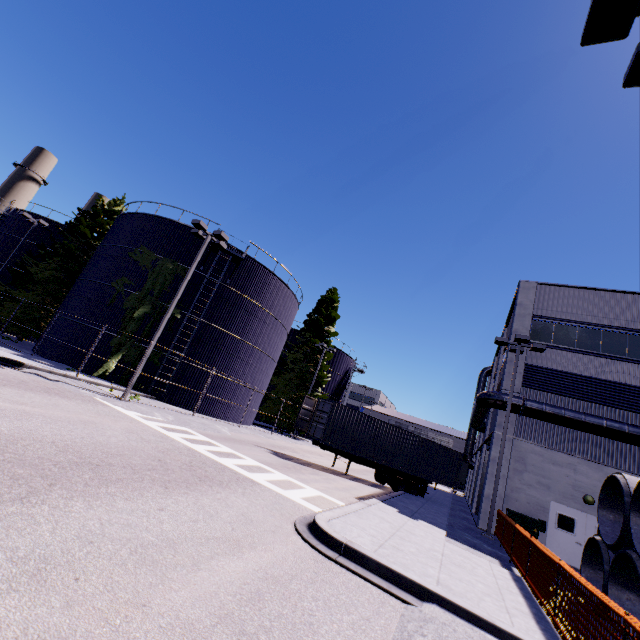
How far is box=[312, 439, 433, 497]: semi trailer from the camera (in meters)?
18.72

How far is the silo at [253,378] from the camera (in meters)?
21.83

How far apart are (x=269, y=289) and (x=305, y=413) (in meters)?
11.22

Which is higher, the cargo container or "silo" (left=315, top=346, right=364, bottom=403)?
"silo" (left=315, top=346, right=364, bottom=403)

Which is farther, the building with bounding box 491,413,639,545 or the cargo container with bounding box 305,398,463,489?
the cargo container with bounding box 305,398,463,489

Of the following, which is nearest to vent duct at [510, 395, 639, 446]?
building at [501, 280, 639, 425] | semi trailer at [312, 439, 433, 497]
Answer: building at [501, 280, 639, 425]

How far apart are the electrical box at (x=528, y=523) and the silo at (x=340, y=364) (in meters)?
26.49

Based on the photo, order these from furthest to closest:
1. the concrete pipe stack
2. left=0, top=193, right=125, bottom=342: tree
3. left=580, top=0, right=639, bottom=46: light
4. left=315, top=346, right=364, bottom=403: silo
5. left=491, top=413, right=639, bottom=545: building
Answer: left=315, top=346, right=364, bottom=403: silo
left=0, top=193, right=125, bottom=342: tree
left=491, top=413, right=639, bottom=545: building
the concrete pipe stack
left=580, top=0, right=639, bottom=46: light
